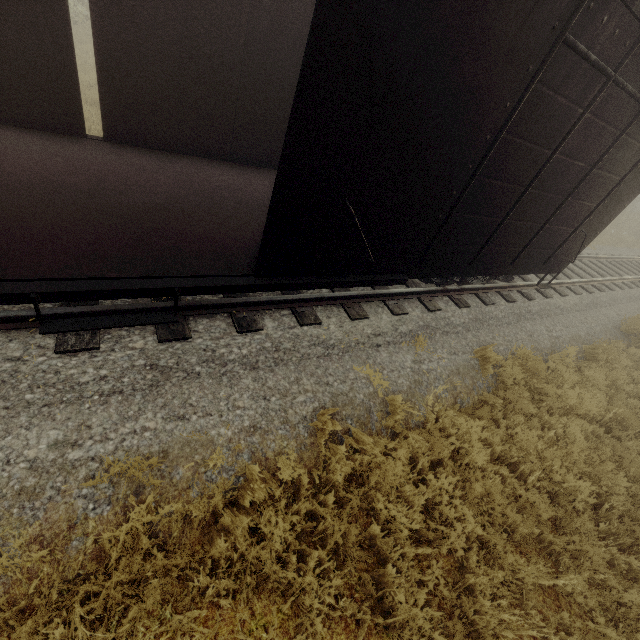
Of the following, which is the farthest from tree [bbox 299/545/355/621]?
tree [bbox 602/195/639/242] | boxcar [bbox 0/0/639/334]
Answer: tree [bbox 602/195/639/242]

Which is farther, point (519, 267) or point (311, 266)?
point (519, 267)

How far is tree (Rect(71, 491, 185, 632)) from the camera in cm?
256

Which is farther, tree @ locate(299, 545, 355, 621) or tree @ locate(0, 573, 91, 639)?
tree @ locate(299, 545, 355, 621)

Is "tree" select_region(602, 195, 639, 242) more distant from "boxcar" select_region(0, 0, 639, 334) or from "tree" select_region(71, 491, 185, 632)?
"boxcar" select_region(0, 0, 639, 334)

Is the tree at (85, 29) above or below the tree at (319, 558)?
above

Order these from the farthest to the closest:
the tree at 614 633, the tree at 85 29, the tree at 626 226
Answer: the tree at 626 226 < the tree at 85 29 < the tree at 614 633
